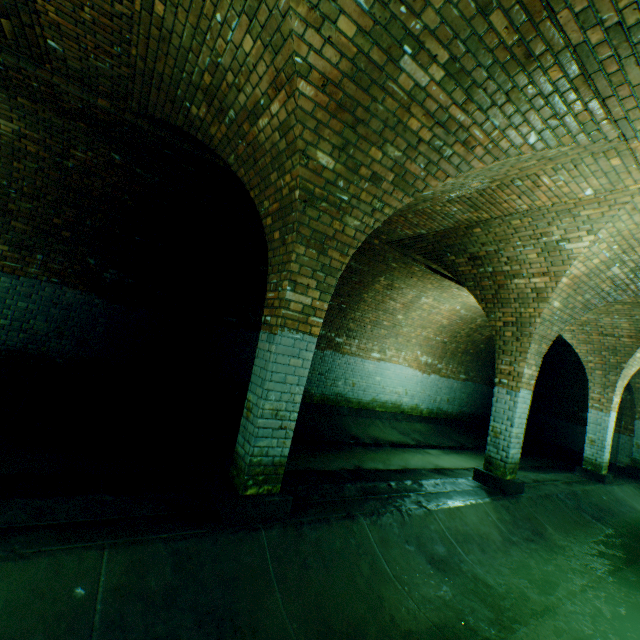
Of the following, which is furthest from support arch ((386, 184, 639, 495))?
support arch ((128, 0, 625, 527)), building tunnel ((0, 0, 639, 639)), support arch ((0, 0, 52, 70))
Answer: support arch ((0, 0, 52, 70))

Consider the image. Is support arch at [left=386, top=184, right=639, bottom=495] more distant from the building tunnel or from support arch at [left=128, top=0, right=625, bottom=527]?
support arch at [left=128, top=0, right=625, bottom=527]

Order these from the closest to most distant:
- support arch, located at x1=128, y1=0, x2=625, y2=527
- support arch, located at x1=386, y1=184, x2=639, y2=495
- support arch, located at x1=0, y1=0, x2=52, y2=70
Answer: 1. support arch, located at x1=128, y1=0, x2=625, y2=527
2. support arch, located at x1=0, y1=0, x2=52, y2=70
3. support arch, located at x1=386, y1=184, x2=639, y2=495

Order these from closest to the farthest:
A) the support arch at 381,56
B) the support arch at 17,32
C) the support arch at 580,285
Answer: the support arch at 381,56 → the support arch at 17,32 → the support arch at 580,285

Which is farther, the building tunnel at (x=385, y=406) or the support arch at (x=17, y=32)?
the support arch at (x=17, y=32)

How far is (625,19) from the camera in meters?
2.1

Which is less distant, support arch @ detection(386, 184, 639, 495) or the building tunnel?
the building tunnel

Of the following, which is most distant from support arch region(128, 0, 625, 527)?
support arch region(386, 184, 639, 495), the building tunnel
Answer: support arch region(386, 184, 639, 495)
